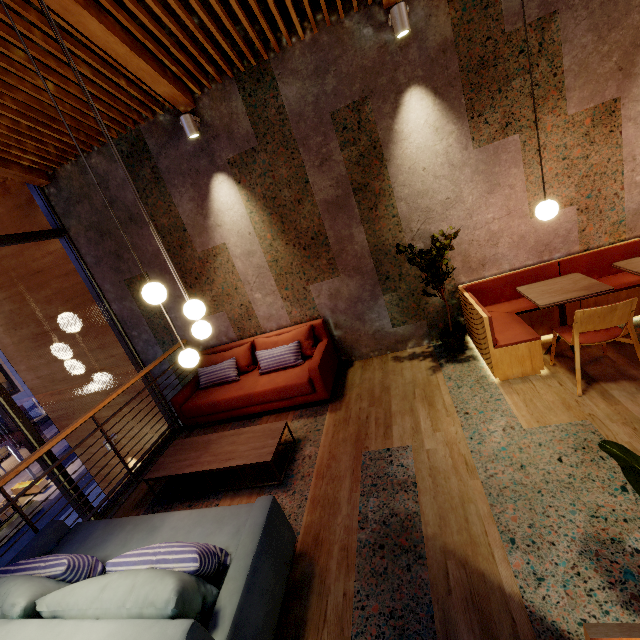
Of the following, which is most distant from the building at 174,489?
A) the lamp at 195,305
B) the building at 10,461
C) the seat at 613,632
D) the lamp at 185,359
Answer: the building at 10,461

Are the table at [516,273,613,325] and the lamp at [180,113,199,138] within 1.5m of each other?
no

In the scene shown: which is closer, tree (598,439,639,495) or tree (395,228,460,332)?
tree (598,439,639,495)

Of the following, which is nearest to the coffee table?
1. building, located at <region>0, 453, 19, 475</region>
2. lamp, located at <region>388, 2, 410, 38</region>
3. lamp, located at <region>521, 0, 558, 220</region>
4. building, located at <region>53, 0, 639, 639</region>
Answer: building, located at <region>53, 0, 639, 639</region>

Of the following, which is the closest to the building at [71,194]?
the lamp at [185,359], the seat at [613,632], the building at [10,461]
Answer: the seat at [613,632]

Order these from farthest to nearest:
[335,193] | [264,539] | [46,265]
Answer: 1. [46,265]
2. [335,193]
3. [264,539]

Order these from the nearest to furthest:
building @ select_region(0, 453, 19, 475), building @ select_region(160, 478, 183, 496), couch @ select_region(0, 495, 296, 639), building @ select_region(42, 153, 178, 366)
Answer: couch @ select_region(0, 495, 296, 639), building @ select_region(160, 478, 183, 496), building @ select_region(42, 153, 178, 366), building @ select_region(0, 453, 19, 475)

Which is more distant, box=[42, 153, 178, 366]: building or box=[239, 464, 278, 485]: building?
box=[42, 153, 178, 366]: building
